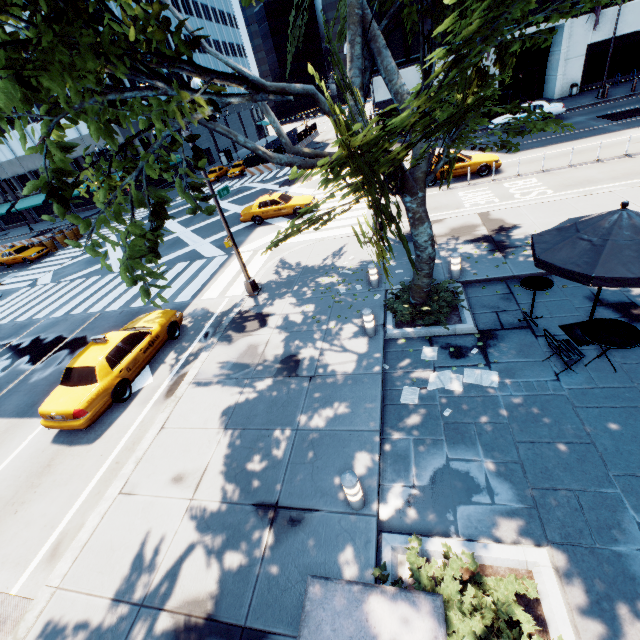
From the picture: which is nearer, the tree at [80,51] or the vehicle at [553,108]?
the tree at [80,51]

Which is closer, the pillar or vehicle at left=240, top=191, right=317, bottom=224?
the pillar

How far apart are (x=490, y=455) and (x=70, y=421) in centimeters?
1033cm

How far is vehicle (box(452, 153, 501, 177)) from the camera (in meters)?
18.41

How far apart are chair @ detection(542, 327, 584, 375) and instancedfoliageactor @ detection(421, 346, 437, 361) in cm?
242

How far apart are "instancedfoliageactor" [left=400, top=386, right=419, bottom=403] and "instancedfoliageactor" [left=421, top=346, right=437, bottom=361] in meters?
0.9 m

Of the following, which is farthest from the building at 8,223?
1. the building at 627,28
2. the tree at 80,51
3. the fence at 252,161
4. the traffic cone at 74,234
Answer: the tree at 80,51

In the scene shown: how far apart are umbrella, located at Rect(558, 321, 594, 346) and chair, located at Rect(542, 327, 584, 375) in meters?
0.7 m
